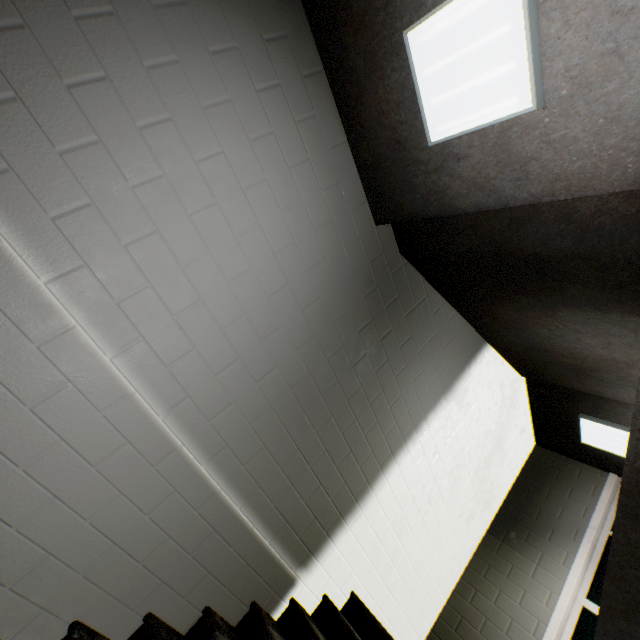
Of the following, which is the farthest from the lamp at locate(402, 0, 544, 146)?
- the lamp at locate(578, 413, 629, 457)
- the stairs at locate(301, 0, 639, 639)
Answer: the lamp at locate(578, 413, 629, 457)

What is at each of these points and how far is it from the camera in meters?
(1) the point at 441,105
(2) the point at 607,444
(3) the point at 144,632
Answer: (1) lamp, 1.5
(2) lamp, 4.0
(3) stairs, 1.7

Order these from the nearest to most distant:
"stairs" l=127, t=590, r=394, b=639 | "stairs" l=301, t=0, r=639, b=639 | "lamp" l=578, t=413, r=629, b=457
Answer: "stairs" l=301, t=0, r=639, b=639, "stairs" l=127, t=590, r=394, b=639, "lamp" l=578, t=413, r=629, b=457

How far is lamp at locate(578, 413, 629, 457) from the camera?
3.8m

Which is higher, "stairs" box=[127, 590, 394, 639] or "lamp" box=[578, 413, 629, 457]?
"lamp" box=[578, 413, 629, 457]

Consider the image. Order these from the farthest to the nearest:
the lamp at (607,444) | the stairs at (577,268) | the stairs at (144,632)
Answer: the lamp at (607,444)
the stairs at (144,632)
the stairs at (577,268)

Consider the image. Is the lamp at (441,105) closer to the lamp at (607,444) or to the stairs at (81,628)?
the stairs at (81,628)

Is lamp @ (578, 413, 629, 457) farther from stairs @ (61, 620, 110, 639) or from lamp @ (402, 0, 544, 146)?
lamp @ (402, 0, 544, 146)
